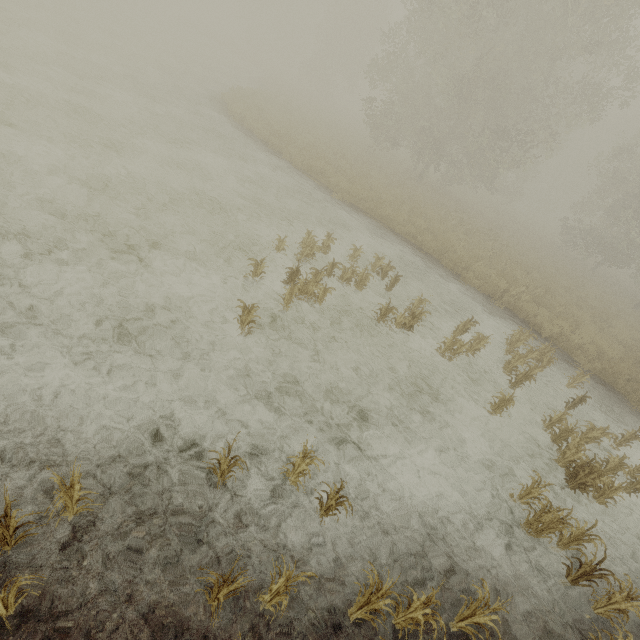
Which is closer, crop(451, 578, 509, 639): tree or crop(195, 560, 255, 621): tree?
crop(195, 560, 255, 621): tree

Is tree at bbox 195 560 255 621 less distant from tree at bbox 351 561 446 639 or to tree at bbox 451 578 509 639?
tree at bbox 351 561 446 639

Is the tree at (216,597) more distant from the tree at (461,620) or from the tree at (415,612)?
the tree at (461,620)

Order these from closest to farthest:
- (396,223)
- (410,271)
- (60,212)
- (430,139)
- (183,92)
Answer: (60,212), (410,271), (396,223), (183,92), (430,139)

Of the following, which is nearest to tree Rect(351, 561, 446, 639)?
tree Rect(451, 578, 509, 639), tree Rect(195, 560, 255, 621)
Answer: tree Rect(451, 578, 509, 639)

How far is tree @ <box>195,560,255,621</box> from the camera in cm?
250
